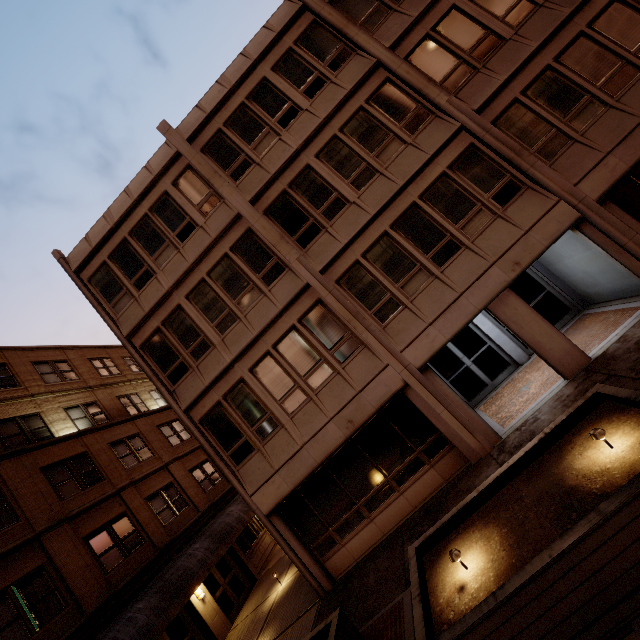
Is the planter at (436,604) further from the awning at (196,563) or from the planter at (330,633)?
the awning at (196,563)

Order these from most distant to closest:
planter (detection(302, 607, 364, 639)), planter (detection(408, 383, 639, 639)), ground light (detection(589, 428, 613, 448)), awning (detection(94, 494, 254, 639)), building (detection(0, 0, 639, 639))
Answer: awning (detection(94, 494, 254, 639)) → building (detection(0, 0, 639, 639)) → planter (detection(302, 607, 364, 639)) → ground light (detection(589, 428, 613, 448)) → planter (detection(408, 383, 639, 639))

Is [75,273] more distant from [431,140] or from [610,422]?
[610,422]

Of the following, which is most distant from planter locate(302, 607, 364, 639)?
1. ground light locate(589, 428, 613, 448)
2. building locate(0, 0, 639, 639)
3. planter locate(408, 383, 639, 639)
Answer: ground light locate(589, 428, 613, 448)

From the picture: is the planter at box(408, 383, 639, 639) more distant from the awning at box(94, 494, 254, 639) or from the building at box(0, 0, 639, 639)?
the awning at box(94, 494, 254, 639)

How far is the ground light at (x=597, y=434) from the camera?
4.91m

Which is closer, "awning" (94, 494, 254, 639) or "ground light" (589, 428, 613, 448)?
"ground light" (589, 428, 613, 448)

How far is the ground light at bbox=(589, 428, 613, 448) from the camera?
4.91m
